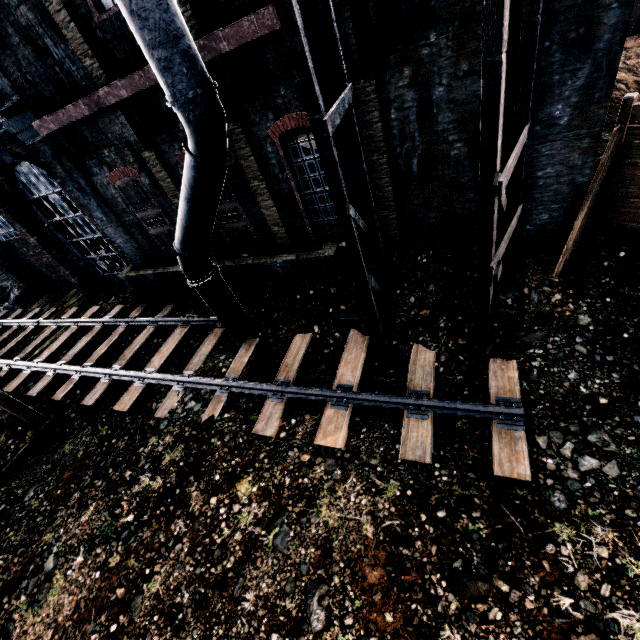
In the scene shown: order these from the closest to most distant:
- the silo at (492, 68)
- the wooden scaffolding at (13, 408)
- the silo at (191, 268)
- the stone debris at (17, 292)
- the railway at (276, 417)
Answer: the silo at (492, 68) < the silo at (191, 268) < the railway at (276, 417) < the wooden scaffolding at (13, 408) < the stone debris at (17, 292)

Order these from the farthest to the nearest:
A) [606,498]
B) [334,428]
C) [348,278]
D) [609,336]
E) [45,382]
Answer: [45,382] < [348,278] < [334,428] < [609,336] < [606,498]

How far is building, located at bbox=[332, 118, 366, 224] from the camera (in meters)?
8.41

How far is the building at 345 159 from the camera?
8.4m

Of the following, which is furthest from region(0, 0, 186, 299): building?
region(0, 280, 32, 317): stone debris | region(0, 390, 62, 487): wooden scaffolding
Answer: region(0, 390, 62, 487): wooden scaffolding

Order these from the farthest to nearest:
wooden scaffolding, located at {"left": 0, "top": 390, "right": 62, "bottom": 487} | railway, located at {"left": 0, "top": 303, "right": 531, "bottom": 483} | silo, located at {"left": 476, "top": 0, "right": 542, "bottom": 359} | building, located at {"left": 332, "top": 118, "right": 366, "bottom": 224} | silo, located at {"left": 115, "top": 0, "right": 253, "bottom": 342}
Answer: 1. wooden scaffolding, located at {"left": 0, "top": 390, "right": 62, "bottom": 487}
2. building, located at {"left": 332, "top": 118, "right": 366, "bottom": 224}
3. railway, located at {"left": 0, "top": 303, "right": 531, "bottom": 483}
4. silo, located at {"left": 115, "top": 0, "right": 253, "bottom": 342}
5. silo, located at {"left": 476, "top": 0, "right": 542, "bottom": 359}

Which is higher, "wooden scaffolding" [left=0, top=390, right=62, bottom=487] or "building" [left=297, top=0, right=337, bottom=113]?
"building" [left=297, top=0, right=337, bottom=113]
